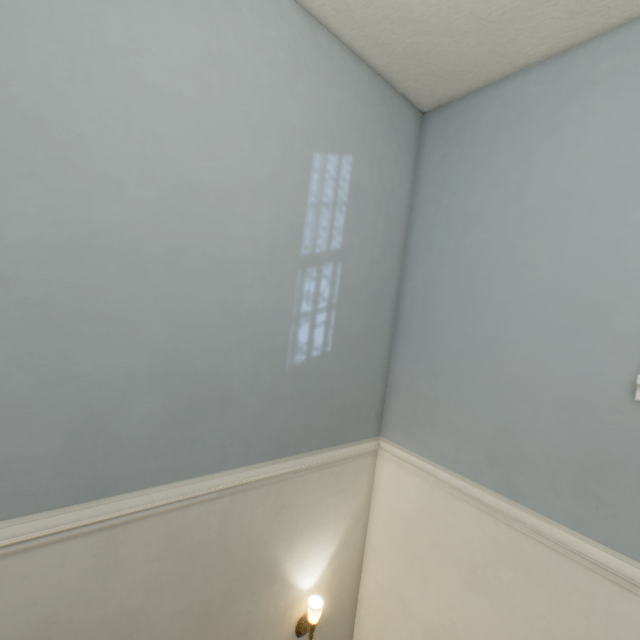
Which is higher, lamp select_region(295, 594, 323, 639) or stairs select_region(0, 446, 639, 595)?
stairs select_region(0, 446, 639, 595)

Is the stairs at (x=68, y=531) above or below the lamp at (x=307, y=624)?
above

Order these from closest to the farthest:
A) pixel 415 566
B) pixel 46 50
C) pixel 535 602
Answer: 1. pixel 46 50
2. pixel 535 602
3. pixel 415 566

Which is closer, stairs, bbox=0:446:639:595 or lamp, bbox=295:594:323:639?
stairs, bbox=0:446:639:595

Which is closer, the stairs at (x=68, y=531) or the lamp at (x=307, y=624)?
the stairs at (x=68, y=531)
